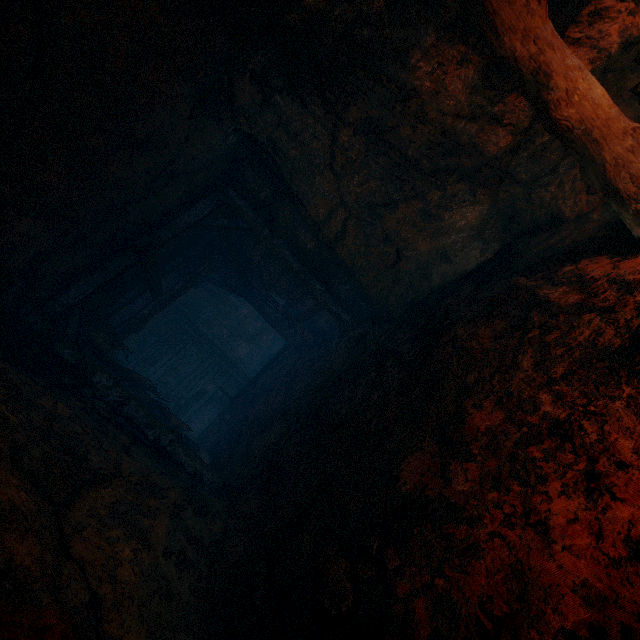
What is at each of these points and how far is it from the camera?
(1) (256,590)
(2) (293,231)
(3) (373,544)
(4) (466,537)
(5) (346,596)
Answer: (1) instancedfoliageactor, 2.48m
(2) cave, 7.06m
(3) instancedfoliageactor, 2.02m
(4) z, 1.79m
(5) instancedfoliageactor, 1.90m

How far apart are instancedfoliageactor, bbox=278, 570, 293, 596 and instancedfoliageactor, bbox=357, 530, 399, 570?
0.69m

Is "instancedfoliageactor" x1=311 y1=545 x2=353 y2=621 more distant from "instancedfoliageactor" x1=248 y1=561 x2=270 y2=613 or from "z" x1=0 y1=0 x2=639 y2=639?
"instancedfoliageactor" x1=248 y1=561 x2=270 y2=613

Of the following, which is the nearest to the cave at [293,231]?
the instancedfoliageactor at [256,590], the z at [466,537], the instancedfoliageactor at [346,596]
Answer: the z at [466,537]

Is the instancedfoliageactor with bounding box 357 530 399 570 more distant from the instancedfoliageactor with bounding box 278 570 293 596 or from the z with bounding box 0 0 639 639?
the instancedfoliageactor with bounding box 278 570 293 596

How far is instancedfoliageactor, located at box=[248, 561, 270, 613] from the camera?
2.46m

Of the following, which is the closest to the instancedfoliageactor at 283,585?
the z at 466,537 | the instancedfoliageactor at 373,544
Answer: the z at 466,537

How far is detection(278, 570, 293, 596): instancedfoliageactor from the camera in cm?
232
